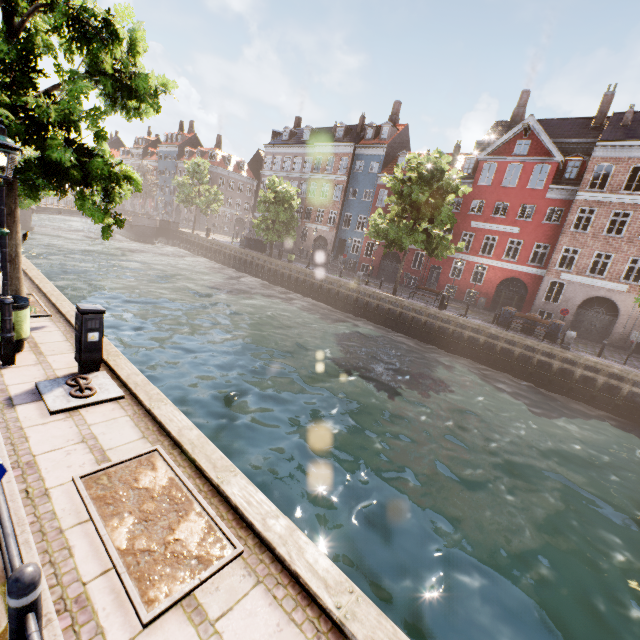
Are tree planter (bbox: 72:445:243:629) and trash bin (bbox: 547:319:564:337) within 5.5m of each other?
no

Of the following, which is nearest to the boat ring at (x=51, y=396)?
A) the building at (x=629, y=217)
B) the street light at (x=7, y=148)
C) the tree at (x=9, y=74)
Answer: the street light at (x=7, y=148)

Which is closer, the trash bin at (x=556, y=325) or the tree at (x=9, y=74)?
the tree at (x=9, y=74)

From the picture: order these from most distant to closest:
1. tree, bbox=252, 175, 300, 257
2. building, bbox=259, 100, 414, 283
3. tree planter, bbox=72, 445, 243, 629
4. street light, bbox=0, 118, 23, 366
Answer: building, bbox=259, 100, 414, 283
tree, bbox=252, 175, 300, 257
street light, bbox=0, 118, 23, 366
tree planter, bbox=72, 445, 243, 629

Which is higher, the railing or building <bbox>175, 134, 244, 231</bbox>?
building <bbox>175, 134, 244, 231</bbox>

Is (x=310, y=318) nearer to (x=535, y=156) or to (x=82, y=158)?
(x=82, y=158)

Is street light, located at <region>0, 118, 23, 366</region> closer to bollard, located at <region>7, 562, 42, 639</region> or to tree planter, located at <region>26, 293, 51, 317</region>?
tree planter, located at <region>26, 293, 51, 317</region>

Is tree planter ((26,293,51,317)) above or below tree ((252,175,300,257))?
below
